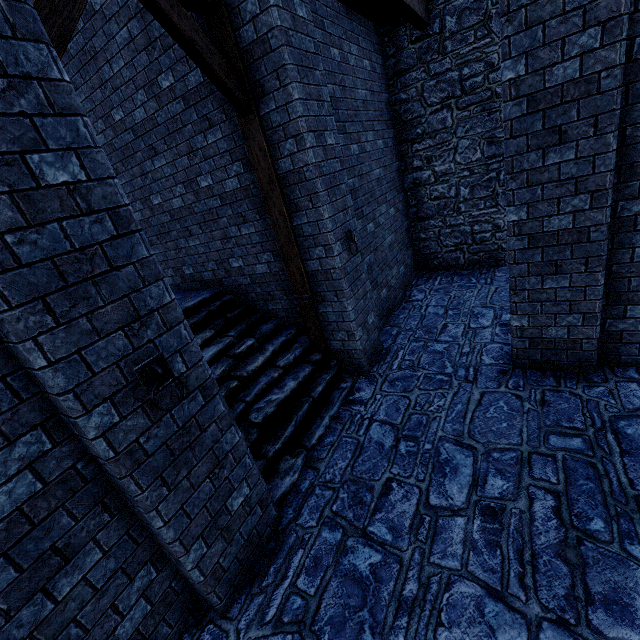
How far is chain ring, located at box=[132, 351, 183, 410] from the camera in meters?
2.3 m

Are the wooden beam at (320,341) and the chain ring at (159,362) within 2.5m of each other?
no

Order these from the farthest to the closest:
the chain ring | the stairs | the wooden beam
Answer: the wooden beam, the stairs, the chain ring

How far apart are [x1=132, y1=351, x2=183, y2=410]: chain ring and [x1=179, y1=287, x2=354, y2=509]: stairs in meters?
1.9 m

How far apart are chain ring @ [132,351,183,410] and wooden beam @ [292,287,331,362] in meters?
3.1

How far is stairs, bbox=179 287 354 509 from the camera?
4.3m

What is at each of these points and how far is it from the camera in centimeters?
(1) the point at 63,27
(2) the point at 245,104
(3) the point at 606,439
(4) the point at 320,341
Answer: (1) wooden support, 254cm
(2) wooden support, 421cm
(3) building tower, 352cm
(4) wooden beam, 575cm

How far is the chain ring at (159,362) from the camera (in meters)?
2.33
